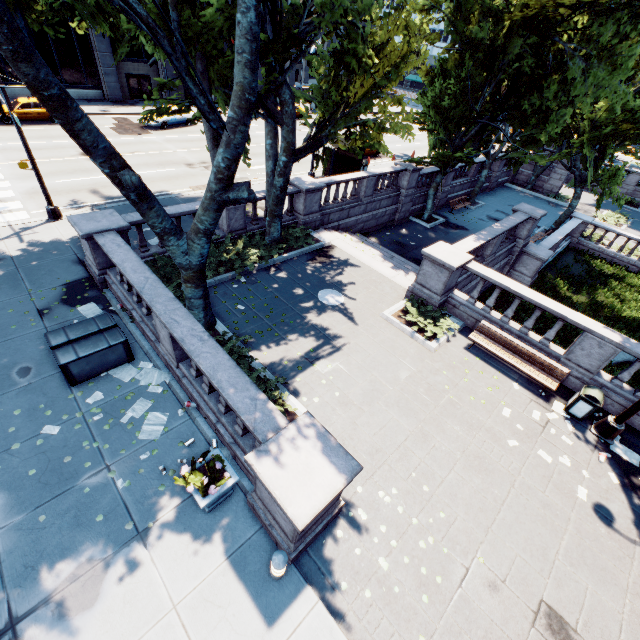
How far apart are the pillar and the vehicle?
33.8 meters

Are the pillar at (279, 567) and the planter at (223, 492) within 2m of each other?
yes

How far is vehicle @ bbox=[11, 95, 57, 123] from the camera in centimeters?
2356cm

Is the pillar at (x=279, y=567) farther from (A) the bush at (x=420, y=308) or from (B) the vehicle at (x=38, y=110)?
(B) the vehicle at (x=38, y=110)

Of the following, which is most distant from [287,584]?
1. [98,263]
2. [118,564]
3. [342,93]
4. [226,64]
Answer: [342,93]

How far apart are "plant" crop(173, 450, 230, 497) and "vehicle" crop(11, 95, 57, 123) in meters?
31.5 m

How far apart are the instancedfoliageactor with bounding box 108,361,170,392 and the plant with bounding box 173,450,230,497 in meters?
1.7 m

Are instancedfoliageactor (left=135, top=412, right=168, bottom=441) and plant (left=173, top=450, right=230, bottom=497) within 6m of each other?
yes
